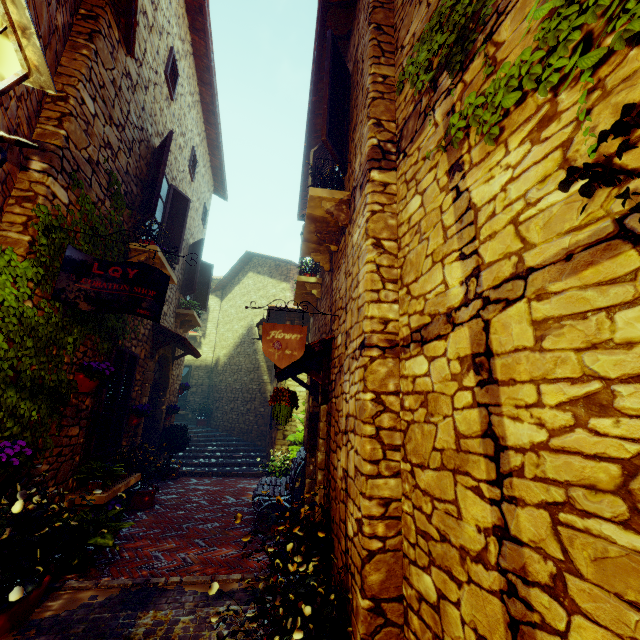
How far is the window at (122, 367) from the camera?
4.6 meters

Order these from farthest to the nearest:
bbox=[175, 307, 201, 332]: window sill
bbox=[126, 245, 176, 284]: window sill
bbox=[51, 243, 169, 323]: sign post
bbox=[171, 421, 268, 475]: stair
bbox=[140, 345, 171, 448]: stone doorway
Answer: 1. bbox=[171, 421, 268, 475]: stair
2. bbox=[175, 307, 201, 332]: window sill
3. bbox=[140, 345, 171, 448]: stone doorway
4. bbox=[126, 245, 176, 284]: window sill
5. bbox=[51, 243, 169, 323]: sign post

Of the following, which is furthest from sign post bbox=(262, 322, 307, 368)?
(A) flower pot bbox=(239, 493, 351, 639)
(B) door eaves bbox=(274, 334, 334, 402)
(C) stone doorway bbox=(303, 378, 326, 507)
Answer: (A) flower pot bbox=(239, 493, 351, 639)

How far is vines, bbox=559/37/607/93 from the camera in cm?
121

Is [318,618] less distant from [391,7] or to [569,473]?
[569,473]

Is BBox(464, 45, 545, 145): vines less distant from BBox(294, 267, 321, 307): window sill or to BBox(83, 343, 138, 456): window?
BBox(294, 267, 321, 307): window sill

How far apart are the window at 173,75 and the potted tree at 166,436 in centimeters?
744cm

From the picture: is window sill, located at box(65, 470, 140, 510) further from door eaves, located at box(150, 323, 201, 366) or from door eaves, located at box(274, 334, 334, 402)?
door eaves, located at box(274, 334, 334, 402)
